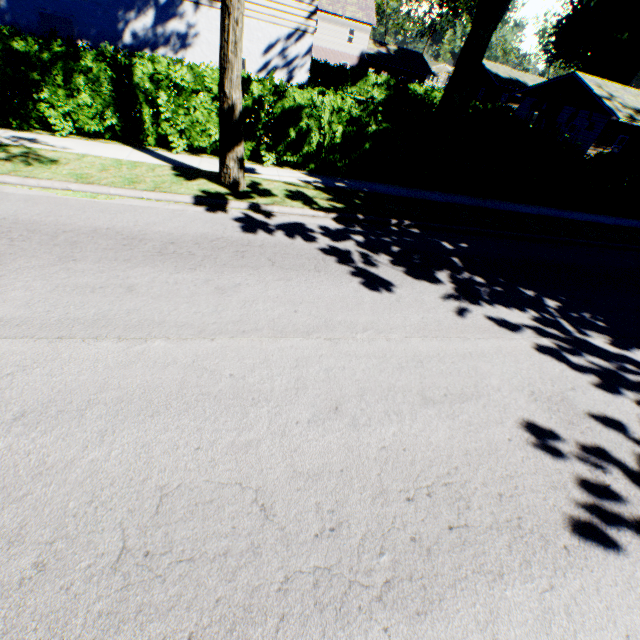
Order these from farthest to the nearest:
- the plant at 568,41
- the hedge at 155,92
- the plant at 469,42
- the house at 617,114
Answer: the plant at 568,41 < the house at 617,114 < the plant at 469,42 < the hedge at 155,92

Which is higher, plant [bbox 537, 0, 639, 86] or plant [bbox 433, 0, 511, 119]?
plant [bbox 537, 0, 639, 86]

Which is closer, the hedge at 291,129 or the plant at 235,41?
the plant at 235,41

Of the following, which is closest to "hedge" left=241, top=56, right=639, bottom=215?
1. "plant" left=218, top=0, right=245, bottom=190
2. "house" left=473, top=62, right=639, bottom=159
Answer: "plant" left=218, top=0, right=245, bottom=190

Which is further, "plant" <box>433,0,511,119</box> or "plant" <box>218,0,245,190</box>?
"plant" <box>433,0,511,119</box>

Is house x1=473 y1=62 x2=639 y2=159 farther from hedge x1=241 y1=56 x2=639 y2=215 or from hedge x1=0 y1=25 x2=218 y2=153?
hedge x1=0 y1=25 x2=218 y2=153

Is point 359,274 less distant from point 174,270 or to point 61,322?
point 174,270

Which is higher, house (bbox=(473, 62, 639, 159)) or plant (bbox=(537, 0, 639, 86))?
plant (bbox=(537, 0, 639, 86))
